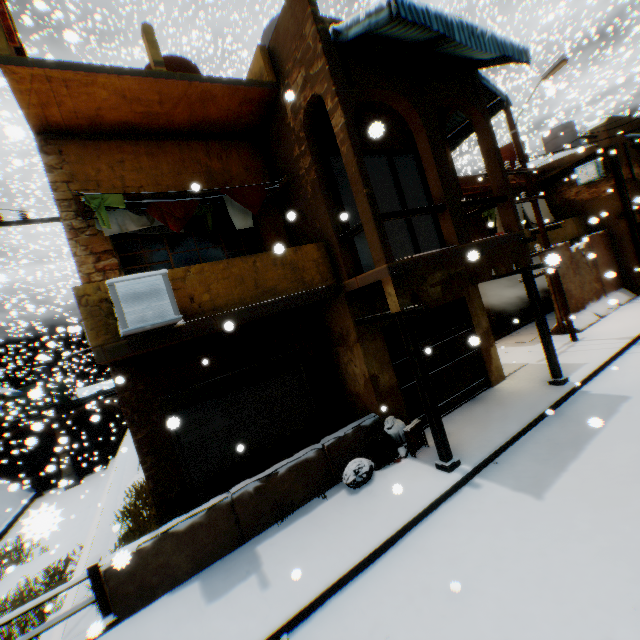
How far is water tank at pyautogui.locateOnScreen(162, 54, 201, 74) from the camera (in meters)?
8.63

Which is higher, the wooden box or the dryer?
the dryer

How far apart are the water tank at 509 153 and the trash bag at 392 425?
18.84m

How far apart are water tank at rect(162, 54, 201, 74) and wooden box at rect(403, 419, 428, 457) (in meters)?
9.61

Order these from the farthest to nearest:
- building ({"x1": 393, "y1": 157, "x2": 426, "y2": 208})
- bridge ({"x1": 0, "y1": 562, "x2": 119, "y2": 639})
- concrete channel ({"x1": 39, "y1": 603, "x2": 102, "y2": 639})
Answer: building ({"x1": 393, "y1": 157, "x2": 426, "y2": 208}) → concrete channel ({"x1": 39, "y1": 603, "x2": 102, "y2": 639}) → bridge ({"x1": 0, "y1": 562, "x2": 119, "y2": 639})

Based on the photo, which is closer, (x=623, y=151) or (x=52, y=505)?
(x=623, y=151)

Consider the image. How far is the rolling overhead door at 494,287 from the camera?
15.38m

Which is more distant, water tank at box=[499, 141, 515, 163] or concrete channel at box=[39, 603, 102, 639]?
water tank at box=[499, 141, 515, 163]
